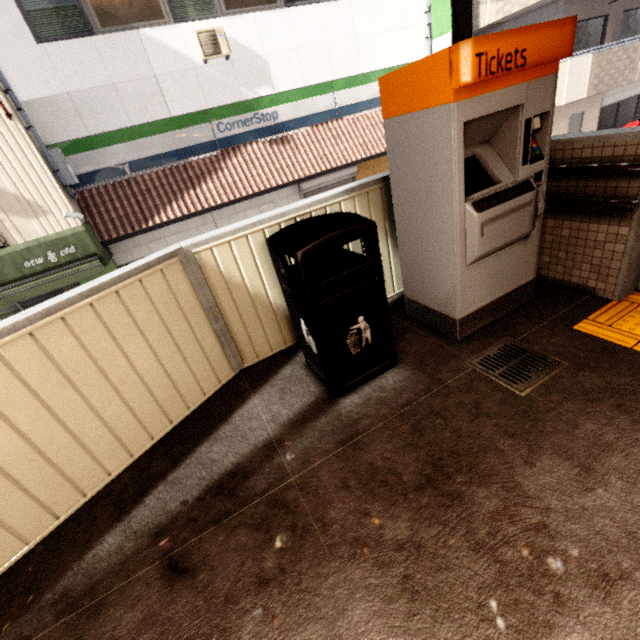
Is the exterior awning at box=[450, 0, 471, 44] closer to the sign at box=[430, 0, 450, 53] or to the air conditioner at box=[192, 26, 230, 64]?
the air conditioner at box=[192, 26, 230, 64]

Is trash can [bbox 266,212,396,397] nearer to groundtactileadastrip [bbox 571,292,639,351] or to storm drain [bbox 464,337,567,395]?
storm drain [bbox 464,337,567,395]

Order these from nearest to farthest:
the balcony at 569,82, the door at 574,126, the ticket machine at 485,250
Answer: the ticket machine at 485,250 < the balcony at 569,82 < the door at 574,126

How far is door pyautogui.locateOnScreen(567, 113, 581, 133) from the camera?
12.6m

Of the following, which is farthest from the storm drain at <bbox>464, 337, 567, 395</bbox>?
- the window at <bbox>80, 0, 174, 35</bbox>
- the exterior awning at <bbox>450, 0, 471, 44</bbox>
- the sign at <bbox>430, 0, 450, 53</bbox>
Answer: the sign at <bbox>430, 0, 450, 53</bbox>

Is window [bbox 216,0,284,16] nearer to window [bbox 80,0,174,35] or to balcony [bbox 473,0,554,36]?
window [bbox 80,0,174,35]

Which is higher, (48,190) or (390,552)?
(48,190)

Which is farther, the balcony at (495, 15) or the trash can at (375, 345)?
the balcony at (495, 15)
